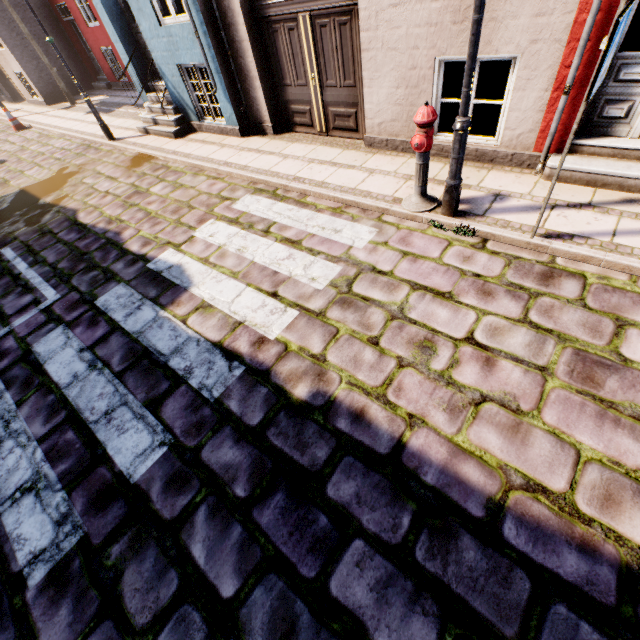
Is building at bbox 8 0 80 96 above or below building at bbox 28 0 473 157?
above

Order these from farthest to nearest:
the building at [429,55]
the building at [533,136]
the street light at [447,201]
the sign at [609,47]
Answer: the building at [429,55]
the building at [533,136]
the street light at [447,201]
the sign at [609,47]

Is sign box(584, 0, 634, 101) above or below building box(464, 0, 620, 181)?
above

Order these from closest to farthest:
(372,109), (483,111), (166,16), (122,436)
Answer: (122,436), (372,109), (483,111), (166,16)

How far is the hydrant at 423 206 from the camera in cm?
362

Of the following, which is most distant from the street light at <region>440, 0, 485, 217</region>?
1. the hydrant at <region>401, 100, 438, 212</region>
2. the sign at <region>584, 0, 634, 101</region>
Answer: the sign at <region>584, 0, 634, 101</region>

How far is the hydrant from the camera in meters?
3.6 m

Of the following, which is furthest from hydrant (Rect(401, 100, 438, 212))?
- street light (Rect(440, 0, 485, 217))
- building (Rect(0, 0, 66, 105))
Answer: building (Rect(0, 0, 66, 105))
